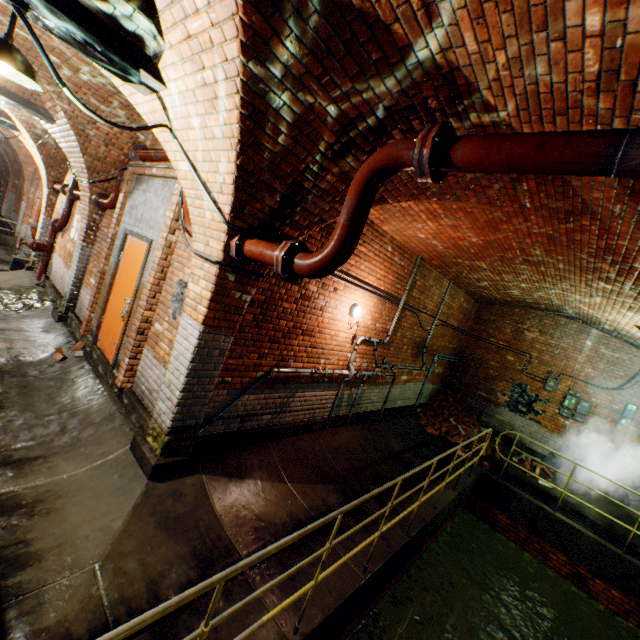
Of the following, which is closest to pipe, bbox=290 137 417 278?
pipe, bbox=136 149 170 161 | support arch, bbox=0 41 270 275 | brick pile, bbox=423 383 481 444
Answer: pipe, bbox=136 149 170 161

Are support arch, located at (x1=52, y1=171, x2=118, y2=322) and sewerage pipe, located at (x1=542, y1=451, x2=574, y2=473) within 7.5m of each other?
no

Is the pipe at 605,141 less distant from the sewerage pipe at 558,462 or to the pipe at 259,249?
the pipe at 259,249

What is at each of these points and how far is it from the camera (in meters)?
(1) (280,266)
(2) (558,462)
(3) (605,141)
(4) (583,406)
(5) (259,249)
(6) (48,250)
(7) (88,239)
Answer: (1) pipe end, 2.81
(2) sewerage pipe, 9.20
(3) pipe, 1.56
(4) electrical box, 9.05
(5) pipe, 3.11
(6) valve, 9.30
(7) support arch, 6.93

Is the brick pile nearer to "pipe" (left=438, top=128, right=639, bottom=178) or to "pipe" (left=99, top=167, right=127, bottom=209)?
"pipe" (left=438, top=128, right=639, bottom=178)

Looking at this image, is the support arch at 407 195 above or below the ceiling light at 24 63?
above

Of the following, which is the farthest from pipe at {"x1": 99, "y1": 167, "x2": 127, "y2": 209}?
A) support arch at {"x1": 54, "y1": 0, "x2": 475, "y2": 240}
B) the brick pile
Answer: the brick pile

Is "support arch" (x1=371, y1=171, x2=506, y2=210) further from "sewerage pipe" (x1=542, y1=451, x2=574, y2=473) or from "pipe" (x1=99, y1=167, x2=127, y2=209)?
"sewerage pipe" (x1=542, y1=451, x2=574, y2=473)
